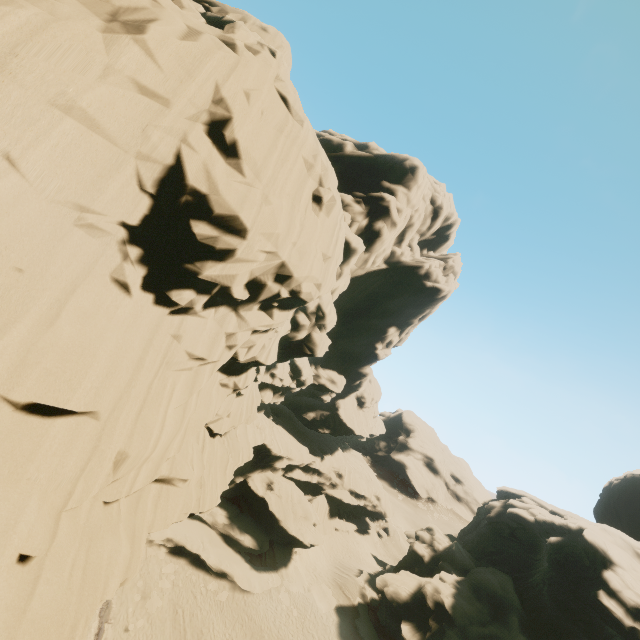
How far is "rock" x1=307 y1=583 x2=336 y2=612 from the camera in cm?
2943

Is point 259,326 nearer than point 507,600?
Yes

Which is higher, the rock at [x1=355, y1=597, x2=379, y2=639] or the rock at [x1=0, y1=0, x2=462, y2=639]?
the rock at [x1=0, y1=0, x2=462, y2=639]

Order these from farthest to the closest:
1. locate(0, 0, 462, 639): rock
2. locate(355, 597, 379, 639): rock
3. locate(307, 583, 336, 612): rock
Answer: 1. locate(307, 583, 336, 612): rock
2. locate(355, 597, 379, 639): rock
3. locate(0, 0, 462, 639): rock

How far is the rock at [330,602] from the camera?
29.4 meters

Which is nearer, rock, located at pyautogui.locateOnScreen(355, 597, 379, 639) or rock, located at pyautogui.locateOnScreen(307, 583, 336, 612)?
rock, located at pyautogui.locateOnScreen(355, 597, 379, 639)

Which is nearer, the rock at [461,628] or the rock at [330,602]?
the rock at [461,628]
